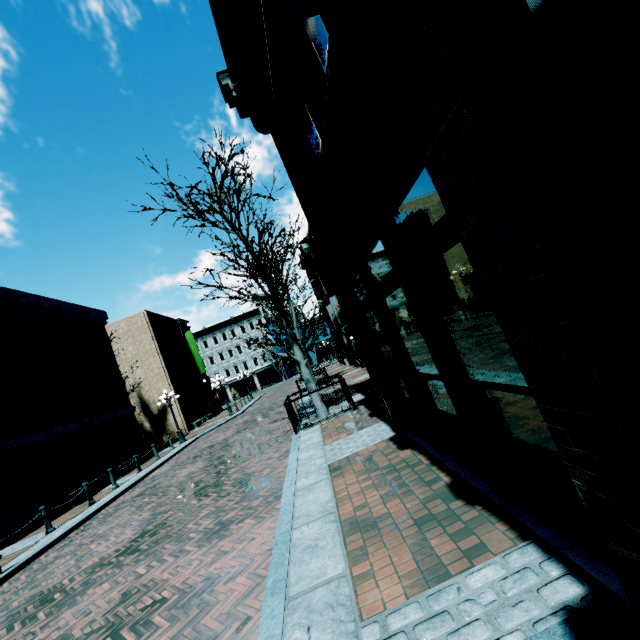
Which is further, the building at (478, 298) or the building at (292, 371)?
the building at (292, 371)

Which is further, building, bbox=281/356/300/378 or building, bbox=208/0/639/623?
building, bbox=281/356/300/378

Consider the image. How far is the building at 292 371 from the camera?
54.4m

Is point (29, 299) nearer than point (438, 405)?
No

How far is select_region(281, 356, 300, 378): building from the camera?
54.38m
